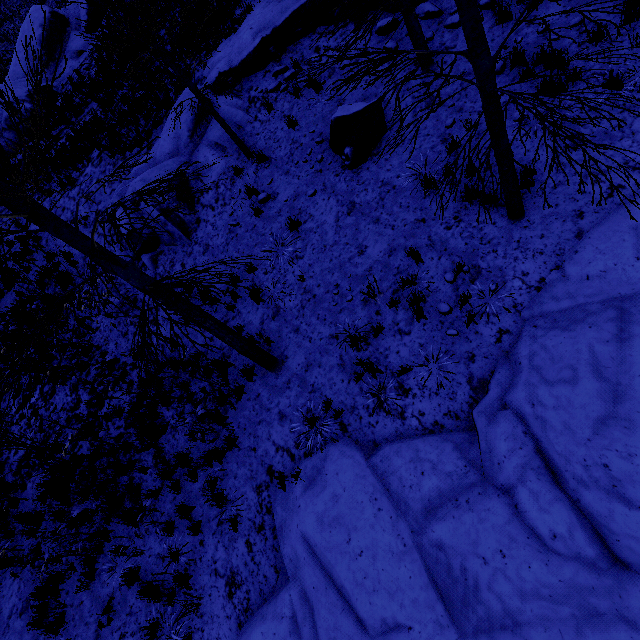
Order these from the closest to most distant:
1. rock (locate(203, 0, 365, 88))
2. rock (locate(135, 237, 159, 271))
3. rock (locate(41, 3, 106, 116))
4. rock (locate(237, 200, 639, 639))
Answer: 1. rock (locate(237, 200, 639, 639))
2. rock (locate(203, 0, 365, 88))
3. rock (locate(135, 237, 159, 271))
4. rock (locate(41, 3, 106, 116))

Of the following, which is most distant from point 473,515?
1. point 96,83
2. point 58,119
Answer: point 58,119

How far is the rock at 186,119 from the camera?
9.70m

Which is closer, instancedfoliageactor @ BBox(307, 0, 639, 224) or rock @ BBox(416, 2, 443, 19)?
instancedfoliageactor @ BBox(307, 0, 639, 224)

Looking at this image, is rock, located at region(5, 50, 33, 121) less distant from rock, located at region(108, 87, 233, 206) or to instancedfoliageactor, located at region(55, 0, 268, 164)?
rock, located at region(108, 87, 233, 206)

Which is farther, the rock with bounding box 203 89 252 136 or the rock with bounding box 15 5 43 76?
the rock with bounding box 15 5 43 76

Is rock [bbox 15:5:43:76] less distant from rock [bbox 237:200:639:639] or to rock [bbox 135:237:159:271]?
rock [bbox 135:237:159:271]
